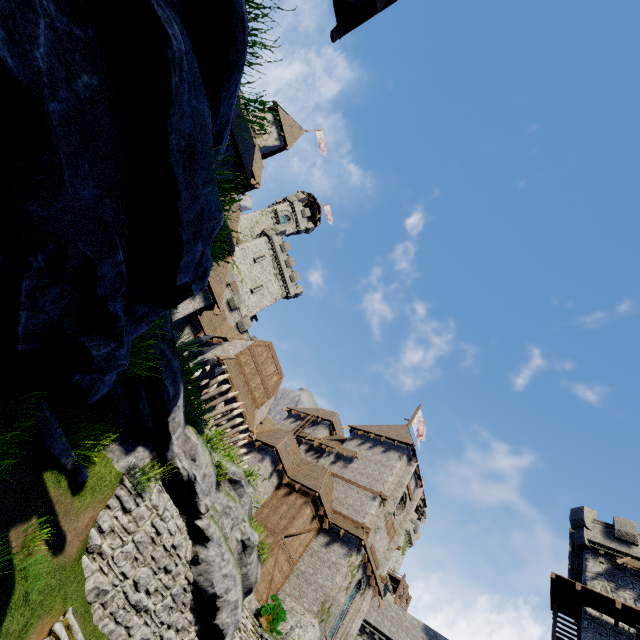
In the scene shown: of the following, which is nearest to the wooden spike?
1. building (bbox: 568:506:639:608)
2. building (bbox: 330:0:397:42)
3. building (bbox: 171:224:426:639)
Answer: building (bbox: 171:224:426:639)

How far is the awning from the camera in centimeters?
1970cm

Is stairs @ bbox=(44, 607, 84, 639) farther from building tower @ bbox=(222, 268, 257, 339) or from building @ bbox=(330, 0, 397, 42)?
building tower @ bbox=(222, 268, 257, 339)

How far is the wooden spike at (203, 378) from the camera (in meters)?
12.19

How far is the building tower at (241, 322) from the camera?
36.97m

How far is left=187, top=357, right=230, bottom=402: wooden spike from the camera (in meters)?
12.19

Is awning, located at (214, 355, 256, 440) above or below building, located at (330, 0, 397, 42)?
below

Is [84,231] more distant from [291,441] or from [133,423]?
[291,441]
